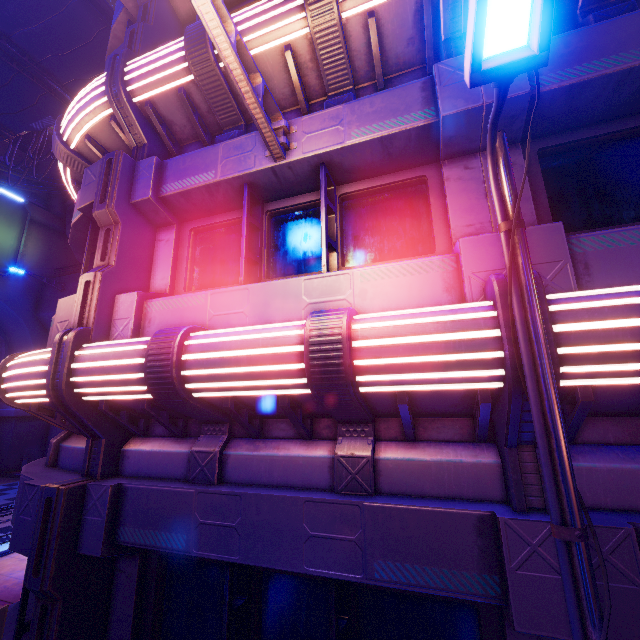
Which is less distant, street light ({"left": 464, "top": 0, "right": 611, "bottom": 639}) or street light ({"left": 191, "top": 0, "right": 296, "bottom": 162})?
street light ({"left": 464, "top": 0, "right": 611, "bottom": 639})

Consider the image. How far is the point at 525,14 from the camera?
1.7 meters

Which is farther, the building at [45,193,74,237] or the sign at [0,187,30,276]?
the building at [45,193,74,237]

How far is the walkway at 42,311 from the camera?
23.0m

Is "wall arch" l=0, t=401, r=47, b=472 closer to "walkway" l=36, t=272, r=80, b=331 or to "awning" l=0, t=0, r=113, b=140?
"walkway" l=36, t=272, r=80, b=331

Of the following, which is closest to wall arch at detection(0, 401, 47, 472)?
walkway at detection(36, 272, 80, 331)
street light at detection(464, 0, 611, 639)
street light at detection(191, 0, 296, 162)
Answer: walkway at detection(36, 272, 80, 331)

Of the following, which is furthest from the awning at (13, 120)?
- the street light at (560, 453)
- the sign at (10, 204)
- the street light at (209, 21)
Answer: the sign at (10, 204)

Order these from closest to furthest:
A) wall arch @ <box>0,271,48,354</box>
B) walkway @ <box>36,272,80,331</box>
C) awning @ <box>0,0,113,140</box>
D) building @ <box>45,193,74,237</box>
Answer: awning @ <box>0,0,113,140</box> < wall arch @ <box>0,271,48,354</box> < walkway @ <box>36,272,80,331</box> < building @ <box>45,193,74,237</box>
